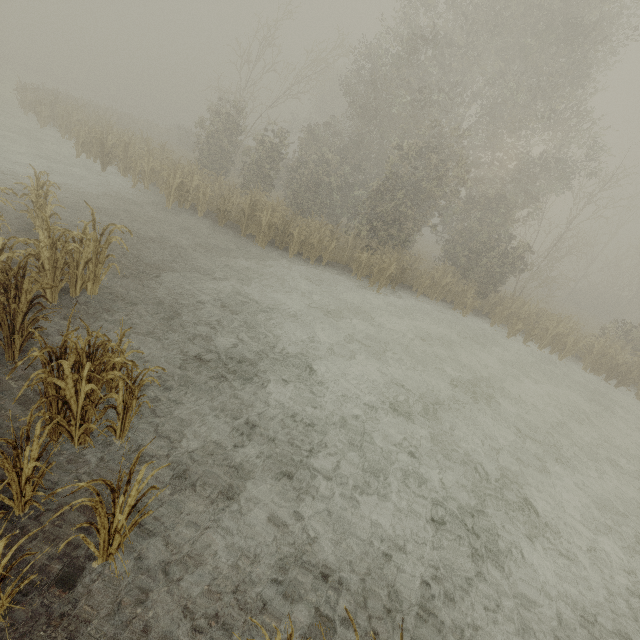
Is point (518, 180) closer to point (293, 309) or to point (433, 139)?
point (433, 139)
